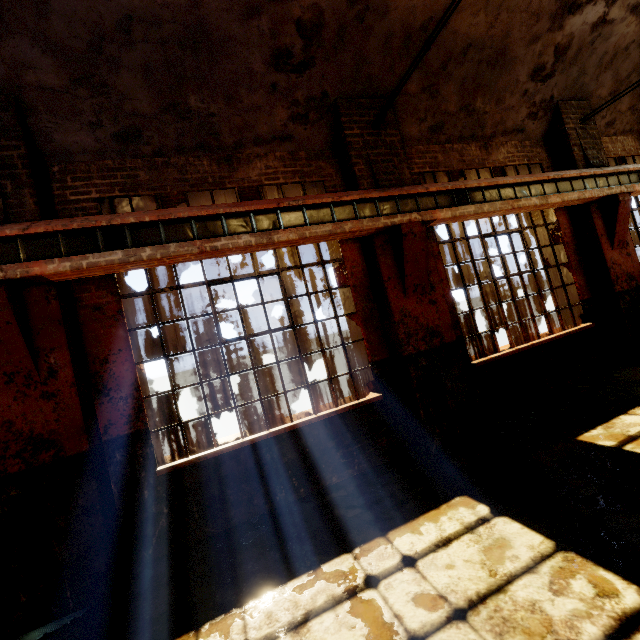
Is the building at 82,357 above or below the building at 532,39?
below

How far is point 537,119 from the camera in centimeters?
657cm

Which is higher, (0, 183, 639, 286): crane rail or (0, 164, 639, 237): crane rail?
(0, 164, 639, 237): crane rail

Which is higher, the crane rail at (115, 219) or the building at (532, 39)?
the building at (532, 39)

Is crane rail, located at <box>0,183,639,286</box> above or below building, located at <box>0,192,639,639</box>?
above

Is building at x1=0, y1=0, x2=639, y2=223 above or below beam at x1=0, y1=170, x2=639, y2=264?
above
